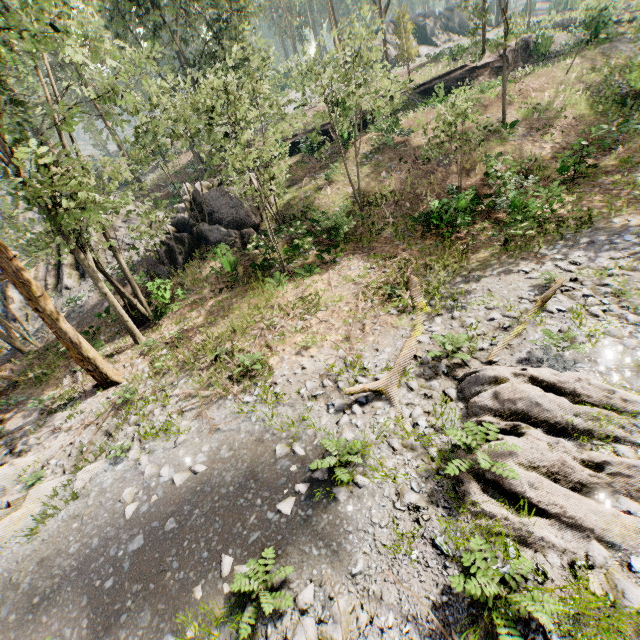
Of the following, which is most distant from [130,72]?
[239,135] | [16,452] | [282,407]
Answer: [282,407]

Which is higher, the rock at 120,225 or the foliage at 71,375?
the rock at 120,225

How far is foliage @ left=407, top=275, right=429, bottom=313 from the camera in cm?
1166

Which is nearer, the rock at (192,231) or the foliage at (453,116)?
the foliage at (453,116)

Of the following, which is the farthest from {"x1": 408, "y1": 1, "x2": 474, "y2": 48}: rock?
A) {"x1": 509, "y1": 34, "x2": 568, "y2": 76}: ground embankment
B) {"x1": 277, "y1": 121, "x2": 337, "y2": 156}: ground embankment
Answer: {"x1": 277, "y1": 121, "x2": 337, "y2": 156}: ground embankment

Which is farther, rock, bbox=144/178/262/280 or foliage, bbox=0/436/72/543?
rock, bbox=144/178/262/280

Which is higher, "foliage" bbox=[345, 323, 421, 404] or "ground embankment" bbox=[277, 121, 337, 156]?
"ground embankment" bbox=[277, 121, 337, 156]

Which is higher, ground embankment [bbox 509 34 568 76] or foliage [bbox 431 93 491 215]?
foliage [bbox 431 93 491 215]
